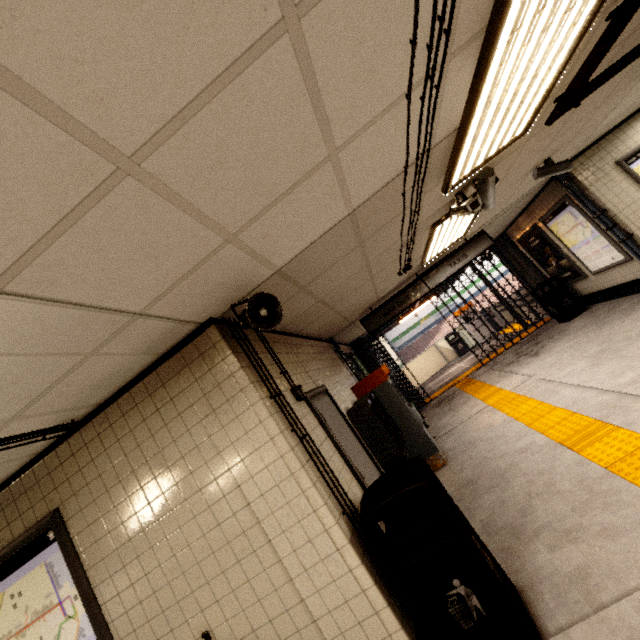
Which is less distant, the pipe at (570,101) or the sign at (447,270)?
the pipe at (570,101)

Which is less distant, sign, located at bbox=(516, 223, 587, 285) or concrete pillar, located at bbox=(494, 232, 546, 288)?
sign, located at bbox=(516, 223, 587, 285)

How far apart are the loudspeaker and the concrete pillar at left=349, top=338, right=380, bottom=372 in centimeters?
782cm

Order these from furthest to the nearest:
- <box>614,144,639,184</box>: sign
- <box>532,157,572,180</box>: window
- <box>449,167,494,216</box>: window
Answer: <box>614,144,639,184</box>: sign, <box>532,157,572,180</box>: window, <box>449,167,494,216</box>: window

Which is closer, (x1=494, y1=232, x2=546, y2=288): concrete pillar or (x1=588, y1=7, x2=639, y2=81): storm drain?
(x1=588, y1=7, x2=639, y2=81): storm drain

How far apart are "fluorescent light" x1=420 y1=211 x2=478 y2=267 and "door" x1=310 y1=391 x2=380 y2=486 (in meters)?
2.57

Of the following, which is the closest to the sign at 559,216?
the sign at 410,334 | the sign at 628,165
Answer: the sign at 628,165

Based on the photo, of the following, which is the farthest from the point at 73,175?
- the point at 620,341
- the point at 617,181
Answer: the point at 617,181
